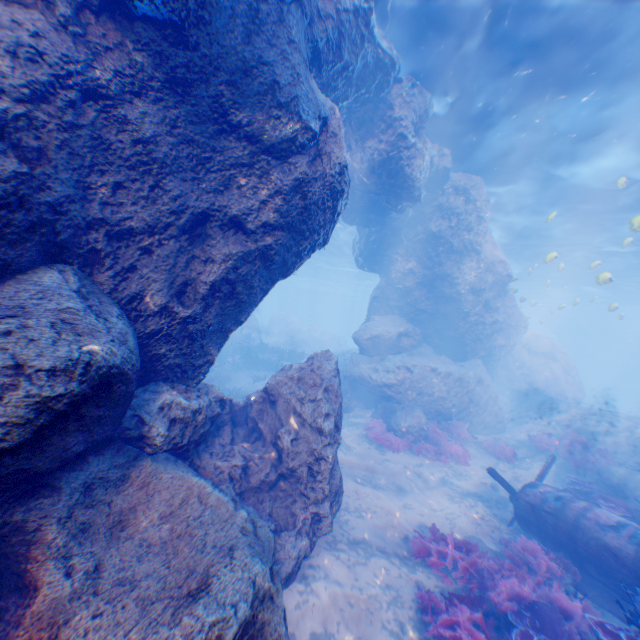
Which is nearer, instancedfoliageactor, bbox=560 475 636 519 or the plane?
the plane

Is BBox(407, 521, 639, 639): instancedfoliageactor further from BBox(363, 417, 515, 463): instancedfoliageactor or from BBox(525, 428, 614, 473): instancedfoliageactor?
BBox(525, 428, 614, 473): instancedfoliageactor

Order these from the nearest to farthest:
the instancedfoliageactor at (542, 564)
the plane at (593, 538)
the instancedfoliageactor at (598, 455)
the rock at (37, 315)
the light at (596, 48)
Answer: the rock at (37, 315) < the instancedfoliageactor at (542, 564) < the plane at (593, 538) < the light at (596, 48) < the instancedfoliageactor at (598, 455)

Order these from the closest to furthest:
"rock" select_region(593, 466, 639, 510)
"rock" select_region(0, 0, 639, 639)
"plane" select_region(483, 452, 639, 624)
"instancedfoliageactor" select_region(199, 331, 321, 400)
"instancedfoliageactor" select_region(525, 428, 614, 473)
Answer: "rock" select_region(0, 0, 639, 639) < "plane" select_region(483, 452, 639, 624) < "rock" select_region(593, 466, 639, 510) < "instancedfoliageactor" select_region(525, 428, 614, 473) < "instancedfoliageactor" select_region(199, 331, 321, 400)

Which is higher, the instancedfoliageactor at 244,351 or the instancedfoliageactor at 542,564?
the instancedfoliageactor at 244,351

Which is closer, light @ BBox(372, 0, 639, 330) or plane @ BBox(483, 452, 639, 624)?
plane @ BBox(483, 452, 639, 624)

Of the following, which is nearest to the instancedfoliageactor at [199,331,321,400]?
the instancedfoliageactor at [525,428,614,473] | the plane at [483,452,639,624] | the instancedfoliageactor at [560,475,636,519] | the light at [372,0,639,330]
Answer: the light at [372,0,639,330]

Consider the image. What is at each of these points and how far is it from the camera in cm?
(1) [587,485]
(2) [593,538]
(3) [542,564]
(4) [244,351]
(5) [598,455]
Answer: (1) instancedfoliageactor, 1059
(2) plane, 704
(3) instancedfoliageactor, 720
(4) instancedfoliageactor, 2139
(5) instancedfoliageactor, 1306
